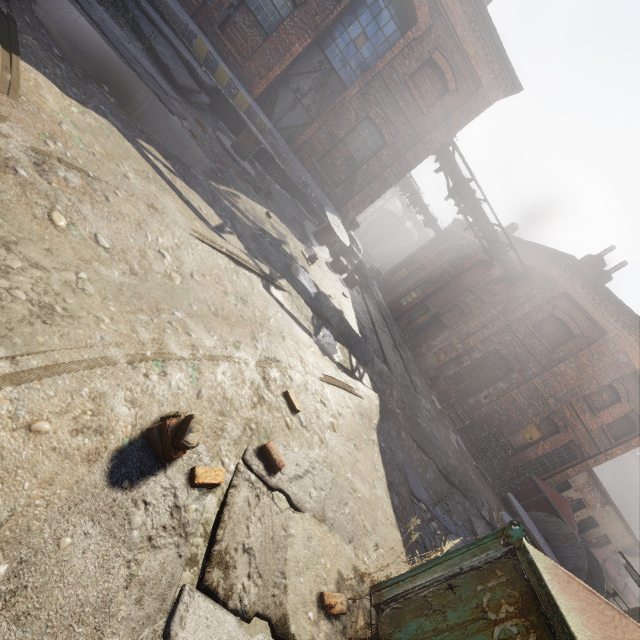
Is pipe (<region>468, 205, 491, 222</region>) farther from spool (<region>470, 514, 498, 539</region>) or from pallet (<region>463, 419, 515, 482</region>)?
spool (<region>470, 514, 498, 539</region>)

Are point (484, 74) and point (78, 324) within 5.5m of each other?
no

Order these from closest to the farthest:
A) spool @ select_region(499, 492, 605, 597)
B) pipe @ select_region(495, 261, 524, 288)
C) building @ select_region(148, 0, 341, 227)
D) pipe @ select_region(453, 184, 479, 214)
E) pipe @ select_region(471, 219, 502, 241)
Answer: spool @ select_region(499, 492, 605, 597) → building @ select_region(148, 0, 341, 227) → pipe @ select_region(453, 184, 479, 214) → pipe @ select_region(471, 219, 502, 241) → pipe @ select_region(495, 261, 524, 288)

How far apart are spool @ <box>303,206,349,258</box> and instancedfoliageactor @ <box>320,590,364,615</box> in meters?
9.3 m

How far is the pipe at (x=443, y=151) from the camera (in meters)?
12.81

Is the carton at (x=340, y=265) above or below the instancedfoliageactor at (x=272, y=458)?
above

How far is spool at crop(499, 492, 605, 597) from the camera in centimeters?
587cm

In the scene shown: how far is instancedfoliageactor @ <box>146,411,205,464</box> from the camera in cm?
185
